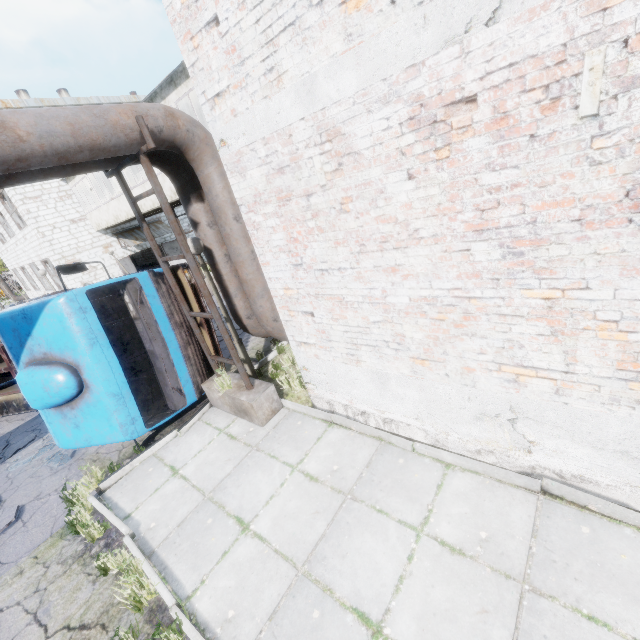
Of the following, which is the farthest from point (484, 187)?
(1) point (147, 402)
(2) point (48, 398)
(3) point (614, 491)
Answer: (1) point (147, 402)

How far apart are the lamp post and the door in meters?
18.4 m

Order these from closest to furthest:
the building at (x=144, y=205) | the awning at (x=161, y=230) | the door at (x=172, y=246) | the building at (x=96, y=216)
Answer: the building at (x=144, y=205)
the building at (x=96, y=216)
the awning at (x=161, y=230)
the door at (x=172, y=246)

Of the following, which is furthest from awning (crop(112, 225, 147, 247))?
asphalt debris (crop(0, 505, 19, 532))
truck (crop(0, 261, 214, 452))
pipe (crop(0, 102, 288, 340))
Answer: asphalt debris (crop(0, 505, 19, 532))

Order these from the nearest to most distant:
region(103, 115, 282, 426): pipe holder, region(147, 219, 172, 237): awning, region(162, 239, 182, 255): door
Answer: region(103, 115, 282, 426): pipe holder → region(147, 219, 172, 237): awning → region(162, 239, 182, 255): door

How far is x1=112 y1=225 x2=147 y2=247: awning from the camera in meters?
19.7

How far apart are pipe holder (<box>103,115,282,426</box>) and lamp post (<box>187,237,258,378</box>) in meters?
0.2

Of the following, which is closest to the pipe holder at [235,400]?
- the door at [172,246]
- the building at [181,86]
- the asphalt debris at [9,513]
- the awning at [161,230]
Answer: the asphalt debris at [9,513]
